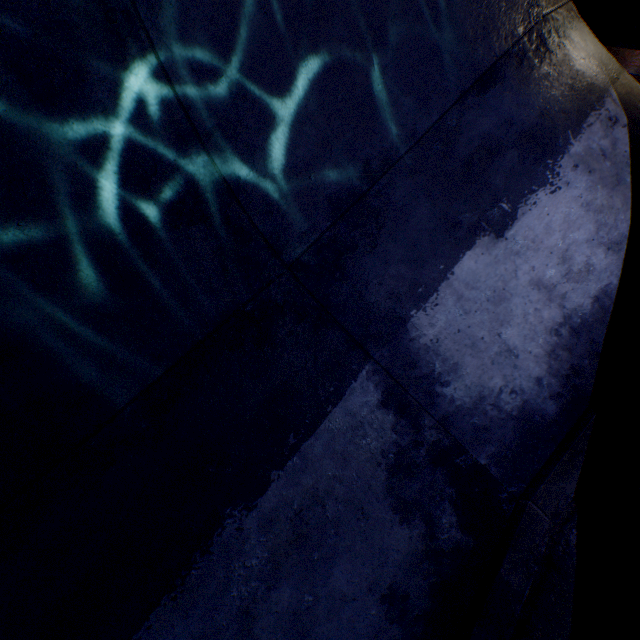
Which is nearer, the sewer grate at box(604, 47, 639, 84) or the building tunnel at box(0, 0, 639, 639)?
the building tunnel at box(0, 0, 639, 639)

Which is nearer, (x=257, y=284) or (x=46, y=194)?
(x=46, y=194)

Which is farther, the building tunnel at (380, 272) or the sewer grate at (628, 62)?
the sewer grate at (628, 62)
